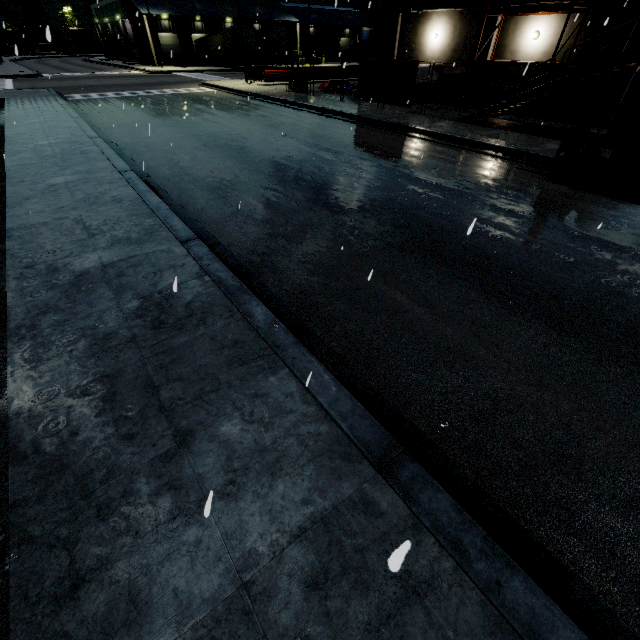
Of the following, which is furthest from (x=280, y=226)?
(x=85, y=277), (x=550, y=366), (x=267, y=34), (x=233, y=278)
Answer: (x=267, y=34)

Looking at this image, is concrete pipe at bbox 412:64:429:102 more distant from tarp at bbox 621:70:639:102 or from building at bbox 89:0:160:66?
tarp at bbox 621:70:639:102

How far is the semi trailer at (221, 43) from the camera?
41.0 meters

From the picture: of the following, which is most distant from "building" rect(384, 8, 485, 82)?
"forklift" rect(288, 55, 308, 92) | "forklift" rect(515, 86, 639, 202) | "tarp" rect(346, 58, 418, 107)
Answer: "forklift" rect(288, 55, 308, 92)

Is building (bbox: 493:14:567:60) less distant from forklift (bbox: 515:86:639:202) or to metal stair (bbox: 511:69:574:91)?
metal stair (bbox: 511:69:574:91)

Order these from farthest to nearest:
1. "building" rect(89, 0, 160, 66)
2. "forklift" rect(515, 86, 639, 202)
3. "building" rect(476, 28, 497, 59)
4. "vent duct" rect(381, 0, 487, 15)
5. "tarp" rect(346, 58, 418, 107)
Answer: "building" rect(89, 0, 160, 66)
"building" rect(476, 28, 497, 59)
"vent duct" rect(381, 0, 487, 15)
"tarp" rect(346, 58, 418, 107)
"forklift" rect(515, 86, 639, 202)

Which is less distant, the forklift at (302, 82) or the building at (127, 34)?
the forklift at (302, 82)

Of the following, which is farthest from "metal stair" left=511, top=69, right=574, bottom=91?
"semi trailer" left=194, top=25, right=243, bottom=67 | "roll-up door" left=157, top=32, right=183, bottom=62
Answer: → "roll-up door" left=157, top=32, right=183, bottom=62
